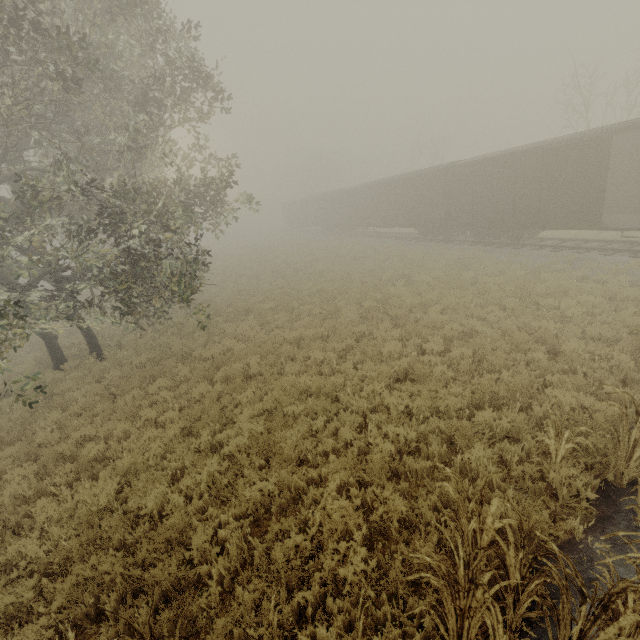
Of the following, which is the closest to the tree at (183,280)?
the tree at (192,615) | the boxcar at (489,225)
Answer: the tree at (192,615)

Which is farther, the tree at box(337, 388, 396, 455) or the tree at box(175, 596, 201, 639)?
the tree at box(337, 388, 396, 455)

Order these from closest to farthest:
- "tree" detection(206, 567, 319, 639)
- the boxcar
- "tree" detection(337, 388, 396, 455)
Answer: "tree" detection(206, 567, 319, 639)
"tree" detection(337, 388, 396, 455)
the boxcar

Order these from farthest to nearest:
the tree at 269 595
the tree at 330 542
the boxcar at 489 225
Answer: the boxcar at 489 225 < the tree at 330 542 < the tree at 269 595

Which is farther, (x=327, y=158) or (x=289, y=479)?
(x=327, y=158)

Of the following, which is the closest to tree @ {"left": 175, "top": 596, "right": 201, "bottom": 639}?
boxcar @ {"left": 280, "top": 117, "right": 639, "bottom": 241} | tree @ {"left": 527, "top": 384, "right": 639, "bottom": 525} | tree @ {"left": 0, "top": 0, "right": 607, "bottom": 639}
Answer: tree @ {"left": 527, "top": 384, "right": 639, "bottom": 525}
